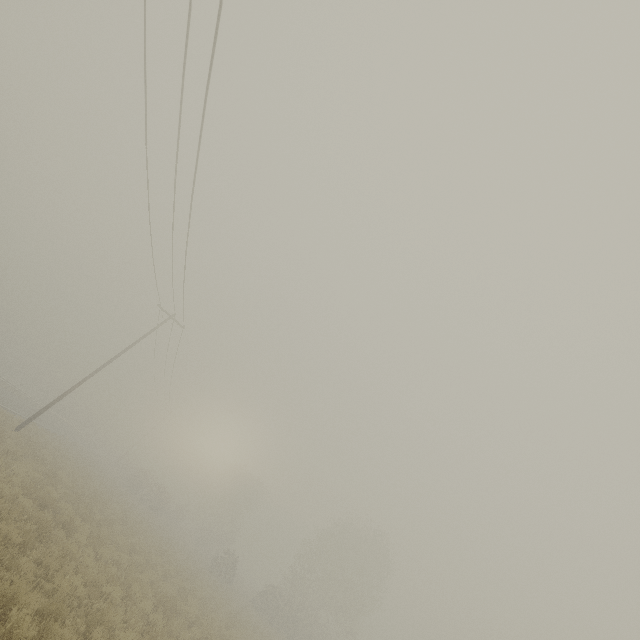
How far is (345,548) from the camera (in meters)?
38.81
